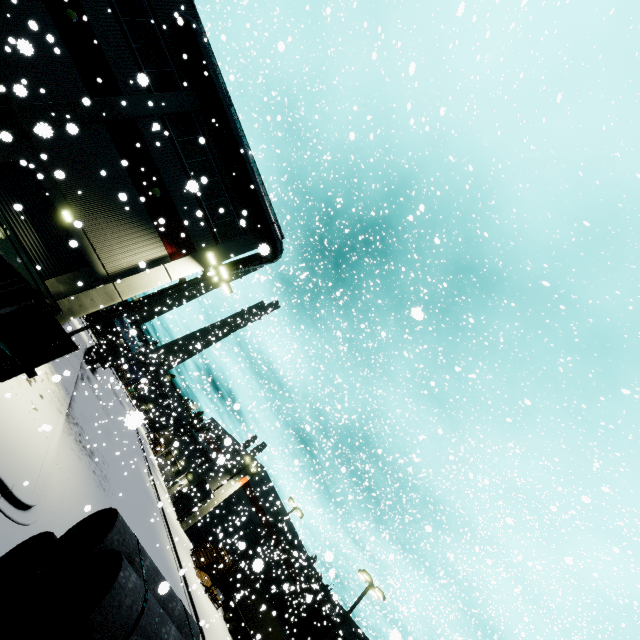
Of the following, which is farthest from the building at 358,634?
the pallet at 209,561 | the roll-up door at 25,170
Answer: the pallet at 209,561

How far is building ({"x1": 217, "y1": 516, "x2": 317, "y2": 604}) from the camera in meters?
28.4

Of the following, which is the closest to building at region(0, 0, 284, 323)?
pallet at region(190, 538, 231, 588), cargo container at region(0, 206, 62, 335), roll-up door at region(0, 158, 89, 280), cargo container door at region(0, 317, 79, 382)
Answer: roll-up door at region(0, 158, 89, 280)

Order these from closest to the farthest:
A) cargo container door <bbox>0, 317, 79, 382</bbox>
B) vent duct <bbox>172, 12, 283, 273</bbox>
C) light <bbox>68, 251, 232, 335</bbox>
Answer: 1. cargo container door <bbox>0, 317, 79, 382</bbox>
2. light <bbox>68, 251, 232, 335</bbox>
3. vent duct <bbox>172, 12, 283, 273</bbox>

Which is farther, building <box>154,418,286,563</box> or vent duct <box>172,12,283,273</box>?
building <box>154,418,286,563</box>

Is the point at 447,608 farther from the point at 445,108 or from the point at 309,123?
the point at 309,123

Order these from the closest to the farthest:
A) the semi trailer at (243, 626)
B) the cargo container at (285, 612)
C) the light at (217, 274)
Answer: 1. the light at (217, 274)
2. the semi trailer at (243, 626)
3. the cargo container at (285, 612)

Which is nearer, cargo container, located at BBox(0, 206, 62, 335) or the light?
cargo container, located at BBox(0, 206, 62, 335)
